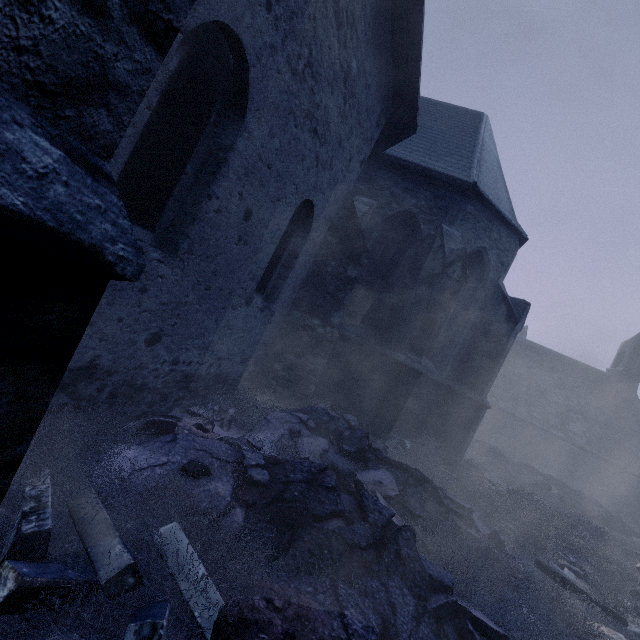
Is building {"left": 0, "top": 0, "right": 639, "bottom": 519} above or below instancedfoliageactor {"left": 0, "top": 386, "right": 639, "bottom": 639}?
above

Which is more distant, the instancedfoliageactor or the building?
the instancedfoliageactor

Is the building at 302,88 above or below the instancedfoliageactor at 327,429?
above

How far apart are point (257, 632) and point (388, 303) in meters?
8.0 m

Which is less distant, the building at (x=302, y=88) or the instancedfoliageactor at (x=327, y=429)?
the building at (x=302, y=88)
